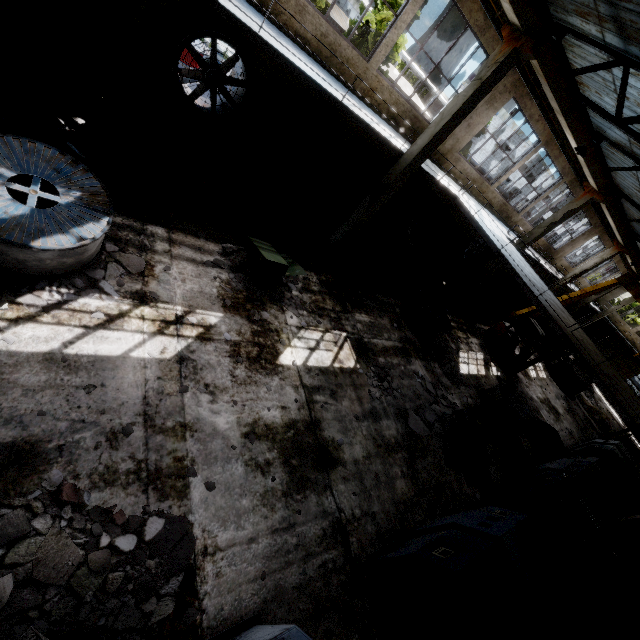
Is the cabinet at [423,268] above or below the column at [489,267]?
below

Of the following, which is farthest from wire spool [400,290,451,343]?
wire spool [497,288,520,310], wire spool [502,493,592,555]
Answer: wire spool [497,288,520,310]

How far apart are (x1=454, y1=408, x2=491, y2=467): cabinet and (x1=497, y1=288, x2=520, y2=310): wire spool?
18.04m

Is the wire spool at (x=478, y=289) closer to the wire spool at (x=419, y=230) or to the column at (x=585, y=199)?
the column at (x=585, y=199)

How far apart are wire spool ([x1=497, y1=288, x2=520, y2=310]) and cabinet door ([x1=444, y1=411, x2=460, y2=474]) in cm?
1886

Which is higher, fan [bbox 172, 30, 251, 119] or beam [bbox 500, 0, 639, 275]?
beam [bbox 500, 0, 639, 275]

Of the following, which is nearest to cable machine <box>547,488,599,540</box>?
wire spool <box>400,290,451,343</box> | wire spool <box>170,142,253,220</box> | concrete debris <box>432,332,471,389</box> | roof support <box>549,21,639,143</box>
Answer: concrete debris <box>432,332,471,389</box>

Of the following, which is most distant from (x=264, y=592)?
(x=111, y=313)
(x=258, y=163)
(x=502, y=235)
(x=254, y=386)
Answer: (x=502, y=235)
